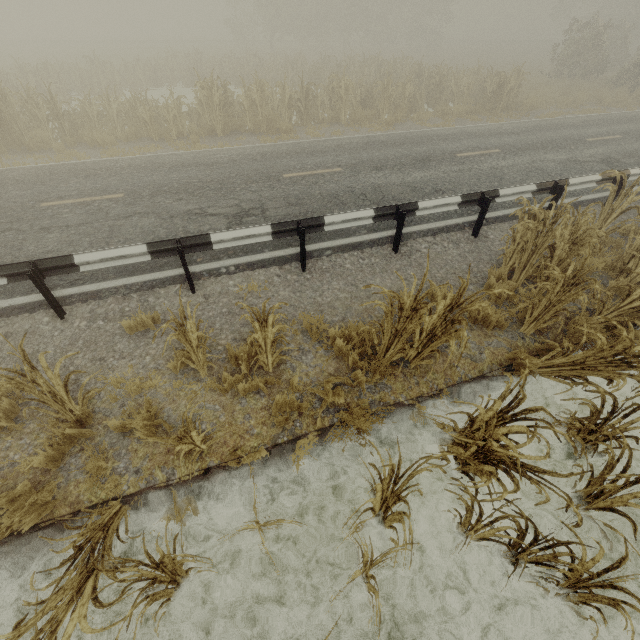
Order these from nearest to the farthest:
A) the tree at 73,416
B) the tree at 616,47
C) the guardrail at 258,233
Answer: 1. the tree at 73,416
2. the guardrail at 258,233
3. the tree at 616,47

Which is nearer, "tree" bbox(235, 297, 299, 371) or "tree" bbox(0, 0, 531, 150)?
"tree" bbox(235, 297, 299, 371)

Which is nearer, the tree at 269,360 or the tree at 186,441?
the tree at 186,441

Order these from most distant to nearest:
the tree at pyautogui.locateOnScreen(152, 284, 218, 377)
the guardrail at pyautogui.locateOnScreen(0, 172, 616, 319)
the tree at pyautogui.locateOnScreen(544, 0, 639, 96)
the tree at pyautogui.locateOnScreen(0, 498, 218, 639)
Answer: the tree at pyautogui.locateOnScreen(544, 0, 639, 96), the guardrail at pyautogui.locateOnScreen(0, 172, 616, 319), the tree at pyautogui.locateOnScreen(152, 284, 218, 377), the tree at pyautogui.locateOnScreen(0, 498, 218, 639)

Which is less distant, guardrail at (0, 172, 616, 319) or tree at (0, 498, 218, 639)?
tree at (0, 498, 218, 639)

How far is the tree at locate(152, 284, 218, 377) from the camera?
3.5 meters

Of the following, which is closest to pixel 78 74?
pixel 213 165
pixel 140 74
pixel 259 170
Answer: pixel 140 74
